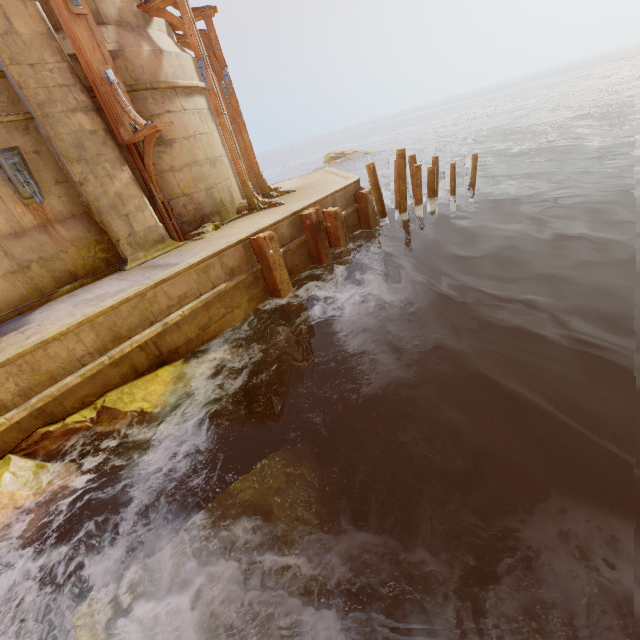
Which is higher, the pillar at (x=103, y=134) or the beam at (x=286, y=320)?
the pillar at (x=103, y=134)

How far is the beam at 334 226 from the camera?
8.59m

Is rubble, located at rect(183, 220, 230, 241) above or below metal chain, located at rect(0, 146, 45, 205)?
below

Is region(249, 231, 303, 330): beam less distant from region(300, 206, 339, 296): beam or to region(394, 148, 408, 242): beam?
region(300, 206, 339, 296): beam

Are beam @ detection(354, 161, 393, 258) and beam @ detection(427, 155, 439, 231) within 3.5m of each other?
yes

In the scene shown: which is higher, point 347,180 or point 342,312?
point 347,180

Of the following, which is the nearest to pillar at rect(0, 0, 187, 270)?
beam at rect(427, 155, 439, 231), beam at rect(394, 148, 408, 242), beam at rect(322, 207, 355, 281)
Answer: beam at rect(322, 207, 355, 281)

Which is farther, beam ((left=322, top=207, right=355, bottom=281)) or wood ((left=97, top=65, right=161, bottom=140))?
beam ((left=322, top=207, right=355, bottom=281))
